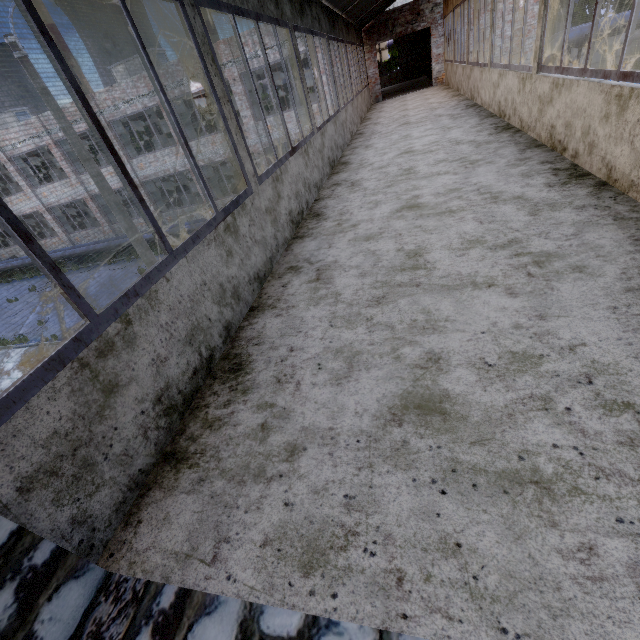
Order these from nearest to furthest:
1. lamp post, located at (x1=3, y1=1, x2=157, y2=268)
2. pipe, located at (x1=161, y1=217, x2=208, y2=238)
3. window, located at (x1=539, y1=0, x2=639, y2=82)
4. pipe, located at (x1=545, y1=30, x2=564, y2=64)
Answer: window, located at (x1=539, y1=0, x2=639, y2=82)
lamp post, located at (x1=3, y1=1, x2=157, y2=268)
pipe, located at (x1=545, y1=30, x2=564, y2=64)
pipe, located at (x1=161, y1=217, x2=208, y2=238)

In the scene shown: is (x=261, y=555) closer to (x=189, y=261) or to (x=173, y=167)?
(x=189, y=261)

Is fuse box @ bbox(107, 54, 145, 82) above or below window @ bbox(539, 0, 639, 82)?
above

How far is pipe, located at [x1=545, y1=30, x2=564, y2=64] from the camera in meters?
12.0 m

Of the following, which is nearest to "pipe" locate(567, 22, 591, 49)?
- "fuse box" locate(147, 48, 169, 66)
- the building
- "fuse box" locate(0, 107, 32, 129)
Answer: the building

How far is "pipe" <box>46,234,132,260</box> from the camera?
22.0m

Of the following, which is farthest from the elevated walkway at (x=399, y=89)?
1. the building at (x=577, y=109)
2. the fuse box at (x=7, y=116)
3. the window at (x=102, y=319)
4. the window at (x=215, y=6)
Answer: the fuse box at (x=7, y=116)

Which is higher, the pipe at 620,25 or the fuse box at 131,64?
the fuse box at 131,64
